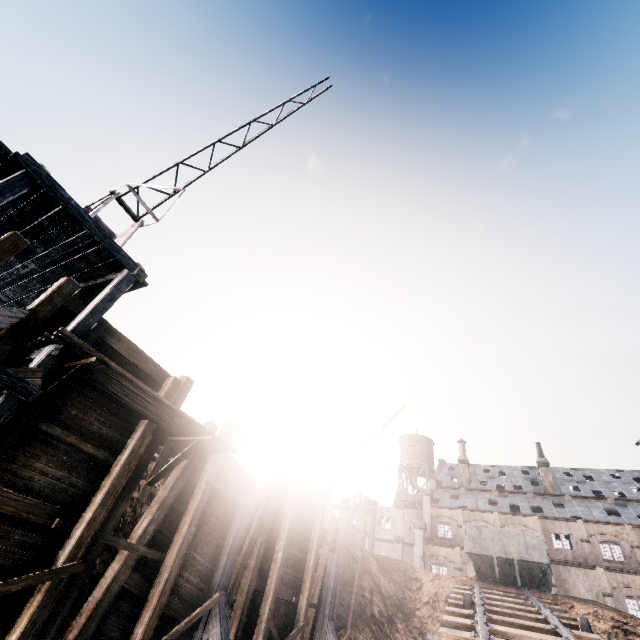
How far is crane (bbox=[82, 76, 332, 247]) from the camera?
12.0m

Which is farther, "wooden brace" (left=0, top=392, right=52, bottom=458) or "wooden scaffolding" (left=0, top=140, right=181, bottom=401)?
"wooden scaffolding" (left=0, top=140, right=181, bottom=401)

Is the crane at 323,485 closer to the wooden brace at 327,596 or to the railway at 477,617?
the railway at 477,617

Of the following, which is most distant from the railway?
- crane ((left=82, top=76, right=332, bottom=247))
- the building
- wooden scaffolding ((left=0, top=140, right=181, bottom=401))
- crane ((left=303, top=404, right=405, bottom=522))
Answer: crane ((left=82, top=76, right=332, bottom=247))

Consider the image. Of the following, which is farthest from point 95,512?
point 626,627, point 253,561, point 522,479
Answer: point 522,479

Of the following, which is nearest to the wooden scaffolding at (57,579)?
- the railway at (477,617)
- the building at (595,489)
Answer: the railway at (477,617)

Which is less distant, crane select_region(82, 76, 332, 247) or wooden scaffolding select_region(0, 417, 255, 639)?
wooden scaffolding select_region(0, 417, 255, 639)

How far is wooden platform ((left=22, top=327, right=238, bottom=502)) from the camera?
7.1m
